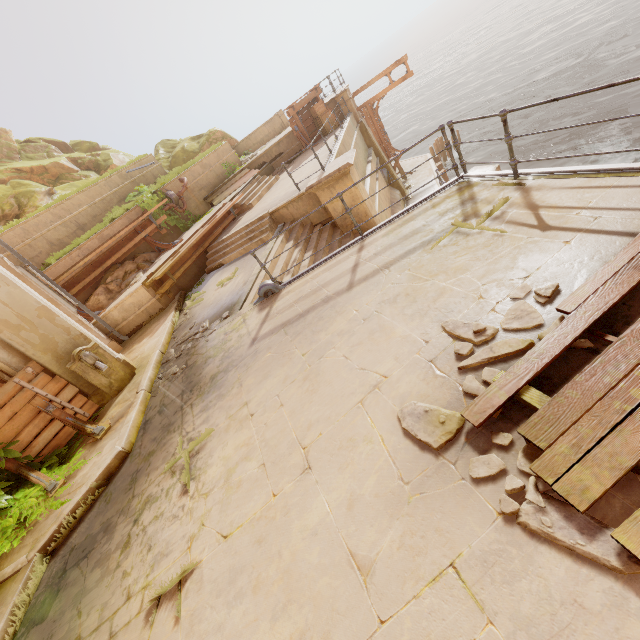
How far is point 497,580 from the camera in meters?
1.9 m

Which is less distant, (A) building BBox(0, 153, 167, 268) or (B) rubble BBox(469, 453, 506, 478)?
(B) rubble BBox(469, 453, 506, 478)

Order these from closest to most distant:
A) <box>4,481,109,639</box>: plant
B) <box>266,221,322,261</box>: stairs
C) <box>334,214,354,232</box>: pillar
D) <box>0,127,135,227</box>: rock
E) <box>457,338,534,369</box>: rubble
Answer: <box>457,338,534,369</box>: rubble, <box>4,481,109,639</box>: plant, <box>266,221,322,261</box>: stairs, <box>334,214,354,232</box>: pillar, <box>0,127,135,227</box>: rock

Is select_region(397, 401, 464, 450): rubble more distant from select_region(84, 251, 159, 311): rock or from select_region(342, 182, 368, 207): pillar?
select_region(84, 251, 159, 311): rock

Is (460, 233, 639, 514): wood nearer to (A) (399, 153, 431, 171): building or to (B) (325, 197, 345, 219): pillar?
(B) (325, 197, 345, 219): pillar

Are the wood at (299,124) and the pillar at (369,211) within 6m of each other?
no

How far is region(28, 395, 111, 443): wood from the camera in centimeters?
606cm

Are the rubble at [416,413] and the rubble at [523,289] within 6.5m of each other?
yes
